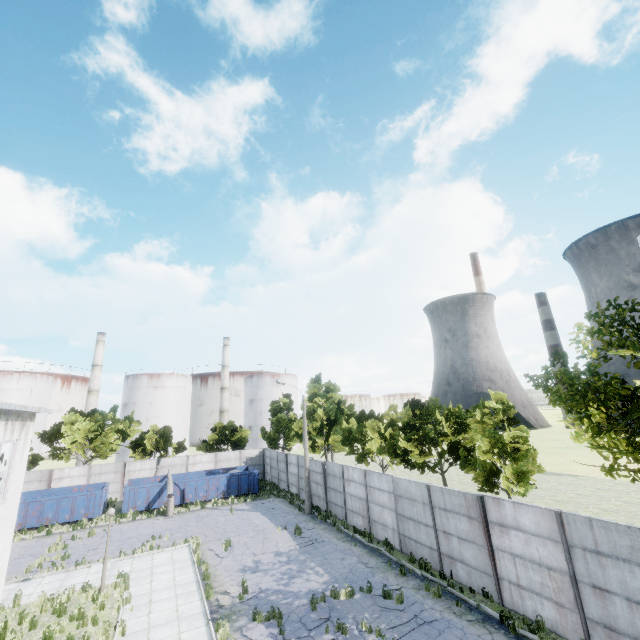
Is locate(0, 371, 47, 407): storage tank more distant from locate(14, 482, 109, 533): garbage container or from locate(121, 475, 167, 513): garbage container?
locate(121, 475, 167, 513): garbage container

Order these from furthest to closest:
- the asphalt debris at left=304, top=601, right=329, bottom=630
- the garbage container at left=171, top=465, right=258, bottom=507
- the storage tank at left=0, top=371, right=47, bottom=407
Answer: the storage tank at left=0, top=371, right=47, bottom=407
the garbage container at left=171, top=465, right=258, bottom=507
the asphalt debris at left=304, top=601, right=329, bottom=630

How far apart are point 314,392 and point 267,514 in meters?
10.7 m

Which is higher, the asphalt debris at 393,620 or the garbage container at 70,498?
the garbage container at 70,498

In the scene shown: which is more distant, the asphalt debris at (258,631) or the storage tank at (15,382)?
the storage tank at (15,382)

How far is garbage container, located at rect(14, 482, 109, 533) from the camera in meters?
24.7

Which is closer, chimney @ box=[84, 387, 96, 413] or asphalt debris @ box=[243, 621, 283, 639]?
asphalt debris @ box=[243, 621, 283, 639]
